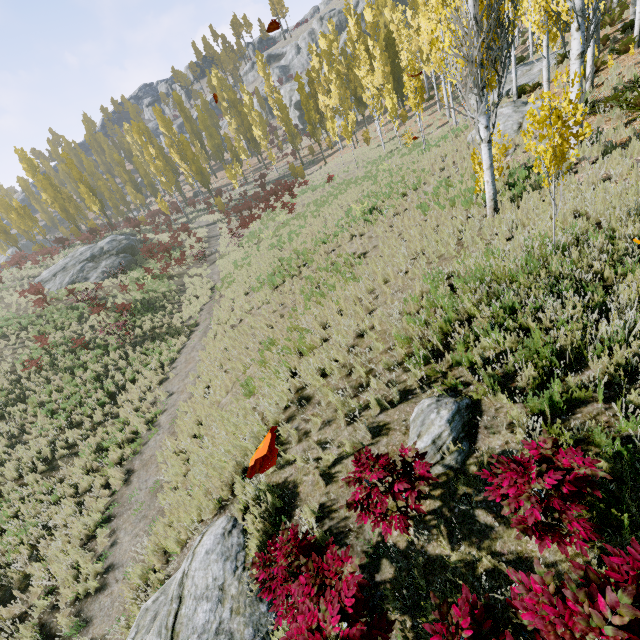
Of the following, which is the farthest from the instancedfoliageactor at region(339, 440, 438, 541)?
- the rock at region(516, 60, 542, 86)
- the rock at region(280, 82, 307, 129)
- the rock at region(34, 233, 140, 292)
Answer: the rock at region(280, 82, 307, 129)

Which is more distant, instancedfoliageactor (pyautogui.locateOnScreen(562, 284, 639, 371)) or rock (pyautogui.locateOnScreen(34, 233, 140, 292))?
rock (pyautogui.locateOnScreen(34, 233, 140, 292))

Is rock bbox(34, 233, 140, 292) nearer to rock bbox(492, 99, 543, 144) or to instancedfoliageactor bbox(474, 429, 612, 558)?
instancedfoliageactor bbox(474, 429, 612, 558)

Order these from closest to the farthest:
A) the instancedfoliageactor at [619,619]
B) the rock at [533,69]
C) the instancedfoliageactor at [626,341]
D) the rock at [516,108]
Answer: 1. the instancedfoliageactor at [619,619]
2. the instancedfoliageactor at [626,341]
3. the rock at [516,108]
4. the rock at [533,69]

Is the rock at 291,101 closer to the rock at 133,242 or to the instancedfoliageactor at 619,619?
the instancedfoliageactor at 619,619

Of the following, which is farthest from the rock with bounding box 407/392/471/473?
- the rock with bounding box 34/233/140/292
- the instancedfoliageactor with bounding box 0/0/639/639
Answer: the rock with bounding box 34/233/140/292

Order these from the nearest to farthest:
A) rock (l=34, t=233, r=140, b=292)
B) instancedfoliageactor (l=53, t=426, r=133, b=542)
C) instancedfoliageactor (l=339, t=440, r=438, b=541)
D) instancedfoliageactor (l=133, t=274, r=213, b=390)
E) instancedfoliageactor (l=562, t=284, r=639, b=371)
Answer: instancedfoliageactor (l=339, t=440, r=438, b=541) < instancedfoliageactor (l=562, t=284, r=639, b=371) < instancedfoliageactor (l=53, t=426, r=133, b=542) < instancedfoliageactor (l=133, t=274, r=213, b=390) < rock (l=34, t=233, r=140, b=292)

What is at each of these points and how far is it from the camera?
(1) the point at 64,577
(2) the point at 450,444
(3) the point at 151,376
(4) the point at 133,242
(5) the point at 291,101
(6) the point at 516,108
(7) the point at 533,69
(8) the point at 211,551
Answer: (1) instancedfoliageactor, 6.89m
(2) rock, 4.09m
(3) instancedfoliageactor, 13.73m
(4) rock, 30.83m
(5) rock, 57.94m
(6) rock, 13.11m
(7) rock, 19.41m
(8) rock, 4.75m
